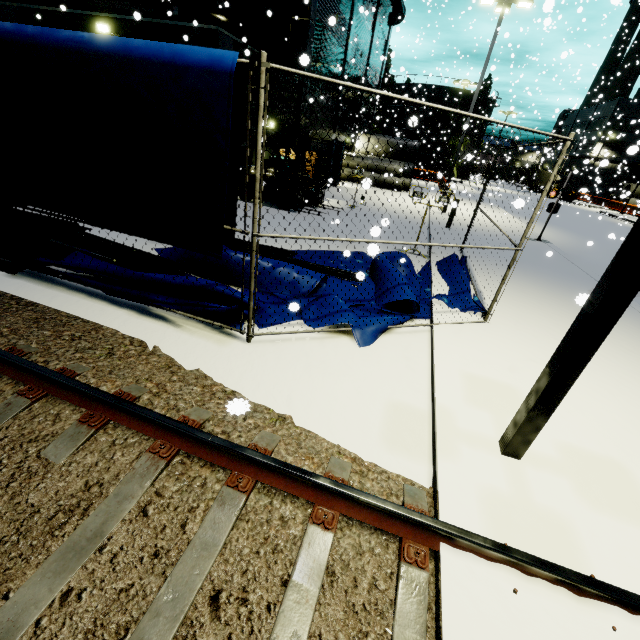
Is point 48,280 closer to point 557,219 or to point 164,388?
point 164,388

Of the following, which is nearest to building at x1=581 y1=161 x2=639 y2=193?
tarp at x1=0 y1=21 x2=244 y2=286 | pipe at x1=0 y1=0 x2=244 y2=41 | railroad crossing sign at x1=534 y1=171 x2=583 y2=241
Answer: pipe at x1=0 y1=0 x2=244 y2=41

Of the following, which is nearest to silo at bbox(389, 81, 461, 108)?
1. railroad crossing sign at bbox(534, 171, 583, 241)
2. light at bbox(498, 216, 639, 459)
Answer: railroad crossing sign at bbox(534, 171, 583, 241)

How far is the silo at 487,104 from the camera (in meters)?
49.05

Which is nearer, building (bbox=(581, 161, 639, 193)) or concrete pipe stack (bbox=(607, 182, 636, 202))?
concrete pipe stack (bbox=(607, 182, 636, 202))

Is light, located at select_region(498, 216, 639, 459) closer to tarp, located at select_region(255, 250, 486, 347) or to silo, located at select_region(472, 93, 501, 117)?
tarp, located at select_region(255, 250, 486, 347)

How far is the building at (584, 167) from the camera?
33.1 meters

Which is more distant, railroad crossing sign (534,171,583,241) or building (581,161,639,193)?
building (581,161,639,193)
